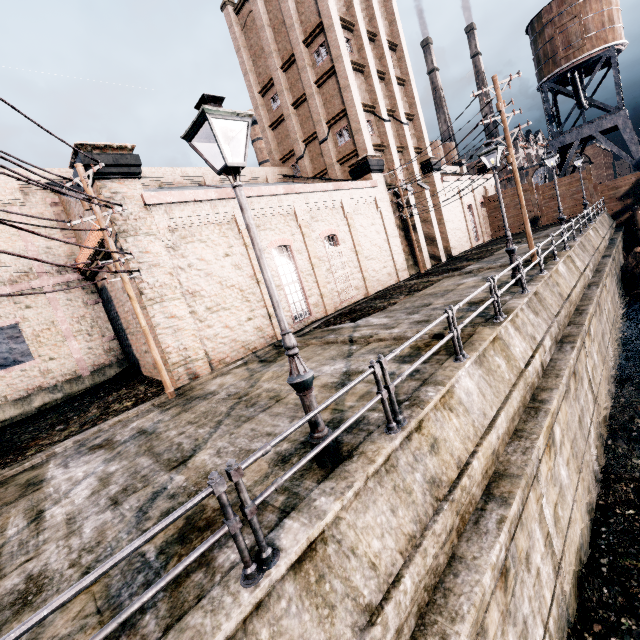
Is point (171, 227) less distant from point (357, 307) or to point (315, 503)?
point (357, 307)

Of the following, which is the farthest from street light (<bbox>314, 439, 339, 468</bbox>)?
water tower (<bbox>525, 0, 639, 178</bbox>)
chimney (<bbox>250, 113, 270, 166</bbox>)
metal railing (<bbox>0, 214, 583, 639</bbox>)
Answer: chimney (<bbox>250, 113, 270, 166</bbox>)

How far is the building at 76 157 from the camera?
12.2 meters

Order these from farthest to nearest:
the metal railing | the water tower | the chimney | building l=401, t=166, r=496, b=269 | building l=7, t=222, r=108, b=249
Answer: the chimney, the water tower, building l=401, t=166, r=496, b=269, building l=7, t=222, r=108, b=249, the metal railing

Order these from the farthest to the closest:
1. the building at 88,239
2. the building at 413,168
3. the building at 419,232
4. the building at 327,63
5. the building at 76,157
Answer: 1. the building at 413,168
2. the building at 419,232
3. the building at 327,63
4. the building at 88,239
5. the building at 76,157

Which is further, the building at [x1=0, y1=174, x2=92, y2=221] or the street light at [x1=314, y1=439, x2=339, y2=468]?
the building at [x1=0, y1=174, x2=92, y2=221]

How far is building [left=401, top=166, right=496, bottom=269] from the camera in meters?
29.3 m
